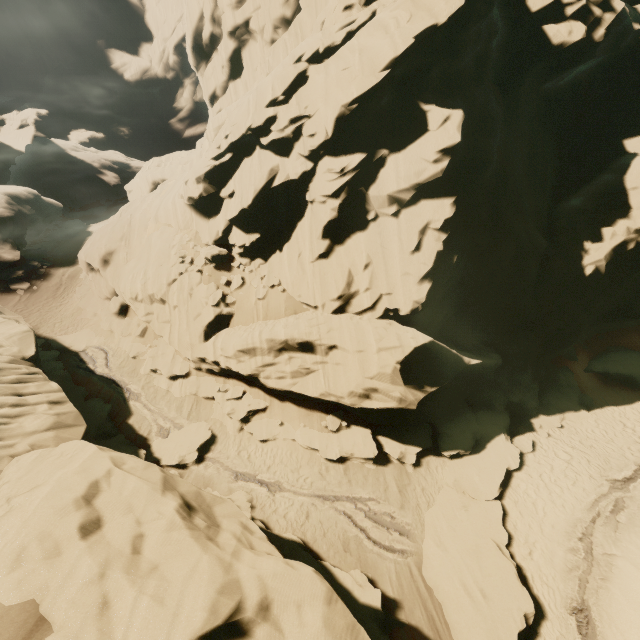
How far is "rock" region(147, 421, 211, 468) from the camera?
14.6 meters

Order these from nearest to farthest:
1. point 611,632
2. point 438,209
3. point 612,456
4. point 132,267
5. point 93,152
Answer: point 611,632, point 438,209, point 612,456, point 132,267, point 93,152

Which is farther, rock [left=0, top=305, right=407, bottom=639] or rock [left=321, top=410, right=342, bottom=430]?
rock [left=321, top=410, right=342, bottom=430]

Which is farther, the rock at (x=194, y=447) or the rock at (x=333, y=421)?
the rock at (x=333, y=421)

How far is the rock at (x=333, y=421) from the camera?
15.7m
